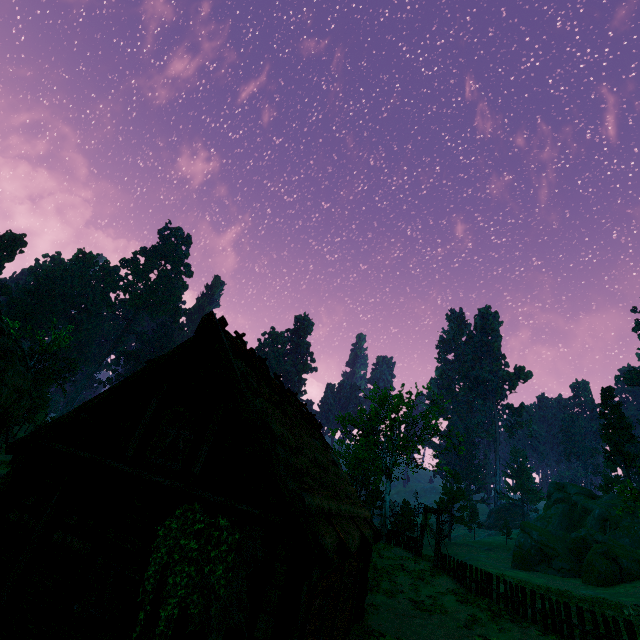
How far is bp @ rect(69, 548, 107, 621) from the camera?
6.4m

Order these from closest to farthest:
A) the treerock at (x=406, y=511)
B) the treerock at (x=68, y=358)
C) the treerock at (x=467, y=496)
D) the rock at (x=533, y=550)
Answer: the rock at (x=533, y=550) → the treerock at (x=406, y=511) → the treerock at (x=68, y=358) → the treerock at (x=467, y=496)

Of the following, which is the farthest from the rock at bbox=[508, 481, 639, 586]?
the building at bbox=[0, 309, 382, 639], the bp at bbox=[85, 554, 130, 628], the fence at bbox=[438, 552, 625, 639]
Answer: the bp at bbox=[85, 554, 130, 628]

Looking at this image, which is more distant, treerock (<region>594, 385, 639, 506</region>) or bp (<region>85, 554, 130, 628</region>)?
treerock (<region>594, 385, 639, 506</region>)

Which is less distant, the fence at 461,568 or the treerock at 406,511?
the fence at 461,568

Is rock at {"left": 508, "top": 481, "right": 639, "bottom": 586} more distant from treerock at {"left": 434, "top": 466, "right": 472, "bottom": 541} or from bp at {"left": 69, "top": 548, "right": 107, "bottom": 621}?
bp at {"left": 69, "top": 548, "right": 107, "bottom": 621}

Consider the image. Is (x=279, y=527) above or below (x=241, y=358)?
below

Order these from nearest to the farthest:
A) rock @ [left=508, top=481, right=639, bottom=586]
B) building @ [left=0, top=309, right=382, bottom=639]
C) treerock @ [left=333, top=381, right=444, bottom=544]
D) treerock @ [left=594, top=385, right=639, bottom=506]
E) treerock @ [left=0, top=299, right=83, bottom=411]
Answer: building @ [left=0, top=309, right=382, bottom=639] → treerock @ [left=594, top=385, right=639, bottom=506] → rock @ [left=508, top=481, right=639, bottom=586] → treerock @ [left=333, top=381, right=444, bottom=544] → treerock @ [left=0, top=299, right=83, bottom=411]
